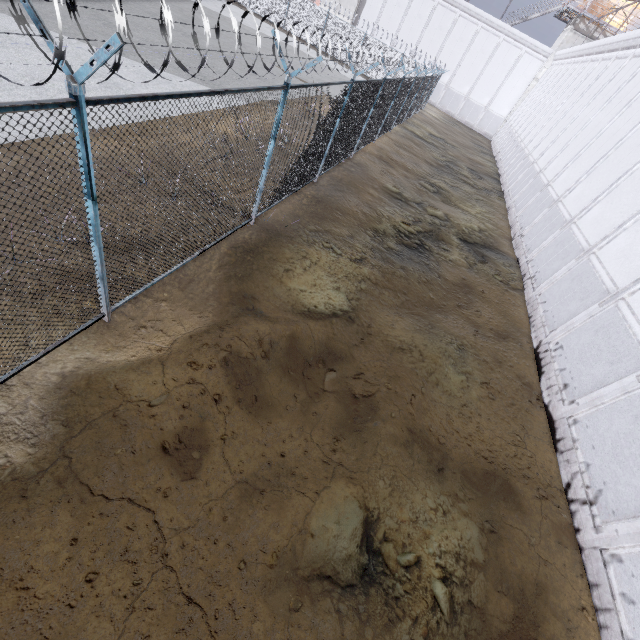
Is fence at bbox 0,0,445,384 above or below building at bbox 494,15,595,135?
below

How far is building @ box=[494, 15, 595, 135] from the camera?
29.27m

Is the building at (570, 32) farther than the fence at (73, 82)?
Yes

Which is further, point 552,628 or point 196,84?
point 196,84

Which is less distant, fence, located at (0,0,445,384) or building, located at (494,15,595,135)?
fence, located at (0,0,445,384)

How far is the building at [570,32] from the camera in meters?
29.3
